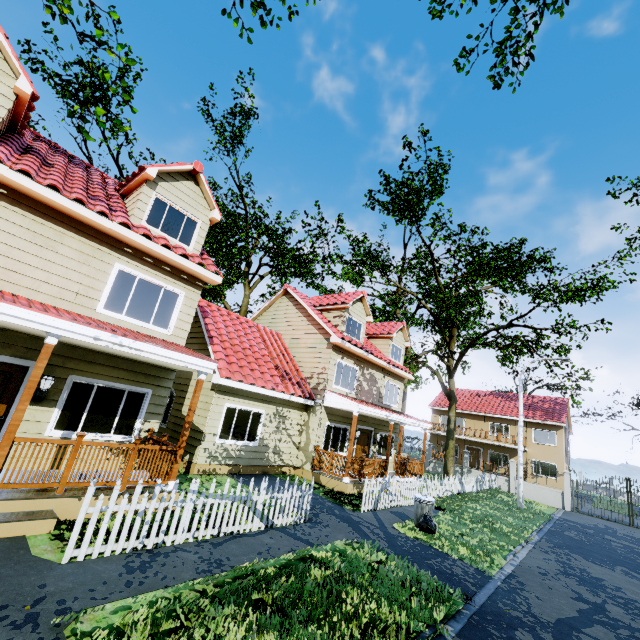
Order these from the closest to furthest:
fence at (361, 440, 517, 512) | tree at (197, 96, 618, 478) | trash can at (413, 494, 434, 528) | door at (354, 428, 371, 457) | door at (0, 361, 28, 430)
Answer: door at (0, 361, 28, 430), trash can at (413, 494, 434, 528), fence at (361, 440, 517, 512), door at (354, 428, 371, 457), tree at (197, 96, 618, 478)

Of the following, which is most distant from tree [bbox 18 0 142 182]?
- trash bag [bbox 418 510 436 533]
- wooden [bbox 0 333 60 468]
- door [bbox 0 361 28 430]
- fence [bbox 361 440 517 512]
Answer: trash bag [bbox 418 510 436 533]

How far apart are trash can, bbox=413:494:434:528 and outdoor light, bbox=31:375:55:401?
10.4 meters

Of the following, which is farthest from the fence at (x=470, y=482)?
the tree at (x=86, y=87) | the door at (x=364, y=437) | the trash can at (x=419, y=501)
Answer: the door at (x=364, y=437)

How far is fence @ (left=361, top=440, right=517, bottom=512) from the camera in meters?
11.5

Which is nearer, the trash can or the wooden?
the wooden

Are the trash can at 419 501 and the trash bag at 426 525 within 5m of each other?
yes

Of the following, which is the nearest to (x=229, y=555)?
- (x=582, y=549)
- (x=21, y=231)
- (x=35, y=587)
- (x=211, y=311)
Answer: (x=35, y=587)
